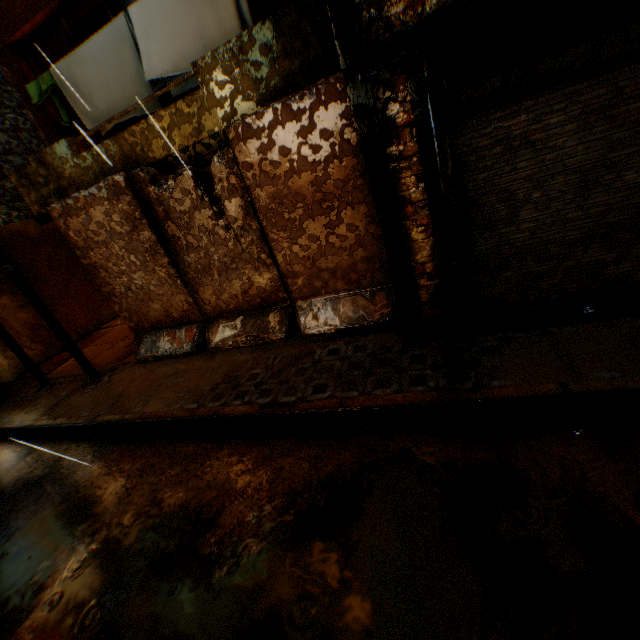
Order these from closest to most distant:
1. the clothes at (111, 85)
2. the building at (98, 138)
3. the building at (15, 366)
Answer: Result:
the clothes at (111, 85)
the building at (98, 138)
the building at (15, 366)

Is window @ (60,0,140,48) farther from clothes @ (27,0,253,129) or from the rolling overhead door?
the rolling overhead door

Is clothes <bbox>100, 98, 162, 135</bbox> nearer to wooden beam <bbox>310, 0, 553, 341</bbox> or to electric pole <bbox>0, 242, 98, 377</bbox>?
wooden beam <bbox>310, 0, 553, 341</bbox>

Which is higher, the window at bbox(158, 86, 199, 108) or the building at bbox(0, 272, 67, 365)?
the window at bbox(158, 86, 199, 108)

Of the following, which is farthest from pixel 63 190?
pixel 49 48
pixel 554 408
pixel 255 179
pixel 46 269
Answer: pixel 554 408

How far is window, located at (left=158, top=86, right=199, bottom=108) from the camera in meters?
6.4

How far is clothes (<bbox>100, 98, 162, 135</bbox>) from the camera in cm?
607

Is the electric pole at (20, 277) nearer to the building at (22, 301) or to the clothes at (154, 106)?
the building at (22, 301)
